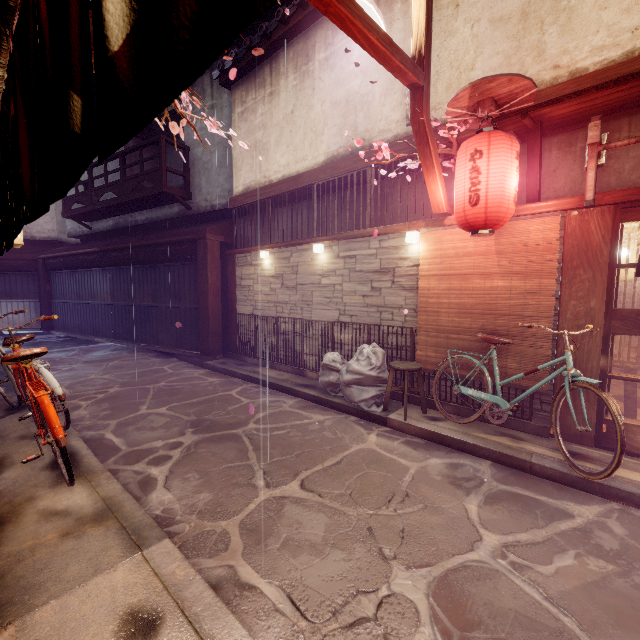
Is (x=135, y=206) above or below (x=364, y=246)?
above

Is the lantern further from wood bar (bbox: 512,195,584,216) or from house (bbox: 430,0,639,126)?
house (bbox: 430,0,639,126)

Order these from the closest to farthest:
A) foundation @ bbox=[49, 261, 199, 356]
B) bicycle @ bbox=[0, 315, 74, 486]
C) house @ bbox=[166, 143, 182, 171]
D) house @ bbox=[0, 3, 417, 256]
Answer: bicycle @ bbox=[0, 315, 74, 486]
house @ bbox=[0, 3, 417, 256]
foundation @ bbox=[49, 261, 199, 356]
house @ bbox=[166, 143, 182, 171]

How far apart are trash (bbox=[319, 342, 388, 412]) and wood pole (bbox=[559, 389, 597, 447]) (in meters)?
3.93

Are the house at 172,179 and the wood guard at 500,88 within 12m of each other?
no

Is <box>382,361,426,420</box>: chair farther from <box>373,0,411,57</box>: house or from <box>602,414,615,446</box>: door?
<box>373,0,411,57</box>: house

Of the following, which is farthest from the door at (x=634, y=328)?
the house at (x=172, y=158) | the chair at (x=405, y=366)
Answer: the house at (x=172, y=158)

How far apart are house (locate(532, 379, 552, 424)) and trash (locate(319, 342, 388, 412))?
3.57m
